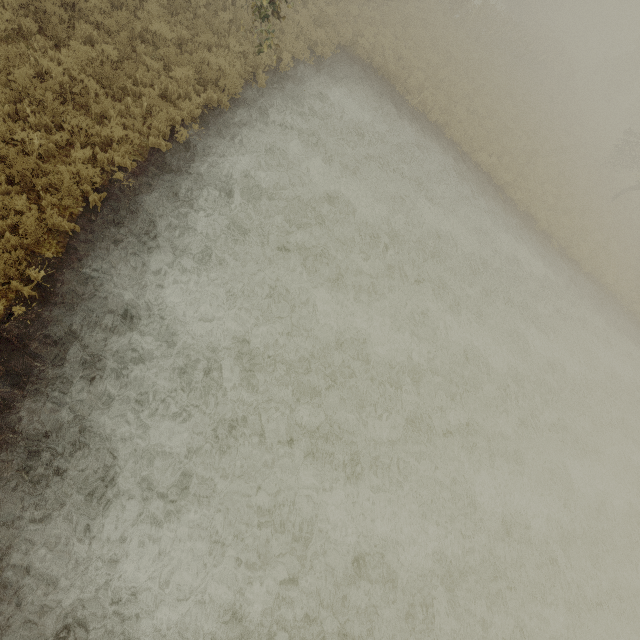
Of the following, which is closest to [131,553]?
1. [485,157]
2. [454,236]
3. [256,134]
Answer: [256,134]
